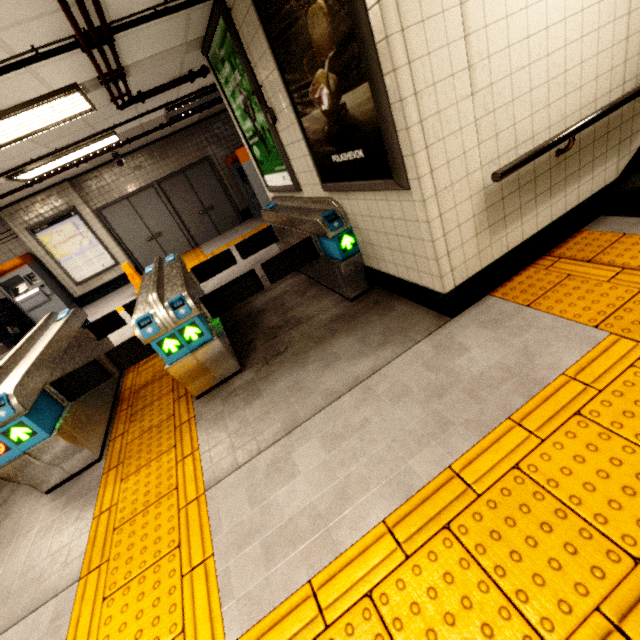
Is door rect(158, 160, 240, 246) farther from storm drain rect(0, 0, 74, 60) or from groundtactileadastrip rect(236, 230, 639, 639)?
storm drain rect(0, 0, 74, 60)

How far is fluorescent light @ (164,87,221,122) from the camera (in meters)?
6.16

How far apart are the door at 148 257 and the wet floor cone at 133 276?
1.9 meters

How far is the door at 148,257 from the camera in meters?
9.1 m

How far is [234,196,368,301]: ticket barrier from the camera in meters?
3.1 m

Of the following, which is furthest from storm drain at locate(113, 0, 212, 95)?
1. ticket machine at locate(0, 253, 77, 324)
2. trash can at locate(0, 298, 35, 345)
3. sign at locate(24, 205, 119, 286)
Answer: trash can at locate(0, 298, 35, 345)

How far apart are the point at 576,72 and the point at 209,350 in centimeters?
352cm

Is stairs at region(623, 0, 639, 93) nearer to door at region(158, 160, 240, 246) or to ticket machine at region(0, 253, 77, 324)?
door at region(158, 160, 240, 246)
